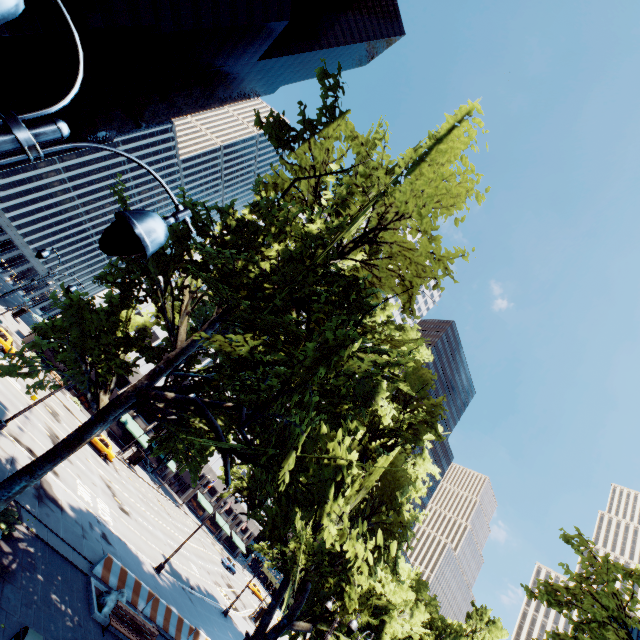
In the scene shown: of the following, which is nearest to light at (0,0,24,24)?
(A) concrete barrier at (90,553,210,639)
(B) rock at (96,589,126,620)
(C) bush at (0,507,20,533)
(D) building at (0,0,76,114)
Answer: (C) bush at (0,507,20,533)

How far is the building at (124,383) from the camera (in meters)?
51.66

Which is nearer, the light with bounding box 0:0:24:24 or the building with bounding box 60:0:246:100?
the light with bounding box 0:0:24:24

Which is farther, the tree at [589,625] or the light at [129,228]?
the tree at [589,625]

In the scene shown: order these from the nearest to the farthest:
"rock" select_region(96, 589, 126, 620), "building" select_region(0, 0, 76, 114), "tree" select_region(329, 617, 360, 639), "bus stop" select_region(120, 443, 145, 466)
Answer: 1. "rock" select_region(96, 589, 126, 620)
2. "tree" select_region(329, 617, 360, 639)
3. "building" select_region(0, 0, 76, 114)
4. "bus stop" select_region(120, 443, 145, 466)

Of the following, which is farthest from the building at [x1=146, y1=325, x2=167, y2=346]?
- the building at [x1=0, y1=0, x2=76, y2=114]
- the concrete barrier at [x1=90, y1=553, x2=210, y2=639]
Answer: the concrete barrier at [x1=90, y1=553, x2=210, y2=639]

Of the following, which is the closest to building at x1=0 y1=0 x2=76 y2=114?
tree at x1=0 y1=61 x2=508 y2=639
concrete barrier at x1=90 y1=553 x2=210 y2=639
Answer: tree at x1=0 y1=61 x2=508 y2=639

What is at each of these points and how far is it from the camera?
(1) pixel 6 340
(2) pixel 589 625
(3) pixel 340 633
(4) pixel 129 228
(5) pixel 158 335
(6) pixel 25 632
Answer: (1) vehicle, 30.56m
(2) tree, 12.55m
(3) tree, 19.95m
(4) light, 2.78m
(5) building, 55.12m
(6) garbage can, 8.49m
